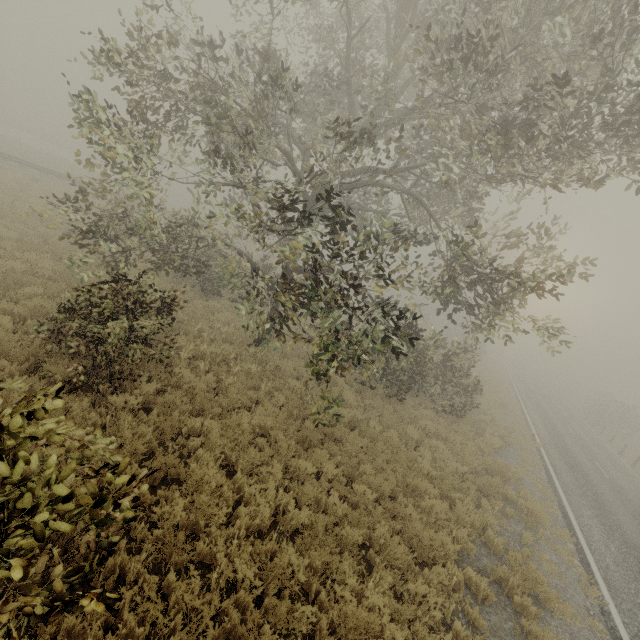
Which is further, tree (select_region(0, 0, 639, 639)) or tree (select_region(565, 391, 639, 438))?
tree (select_region(565, 391, 639, 438))

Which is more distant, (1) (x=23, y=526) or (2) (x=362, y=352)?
(2) (x=362, y=352)

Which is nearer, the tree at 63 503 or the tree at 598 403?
the tree at 63 503
